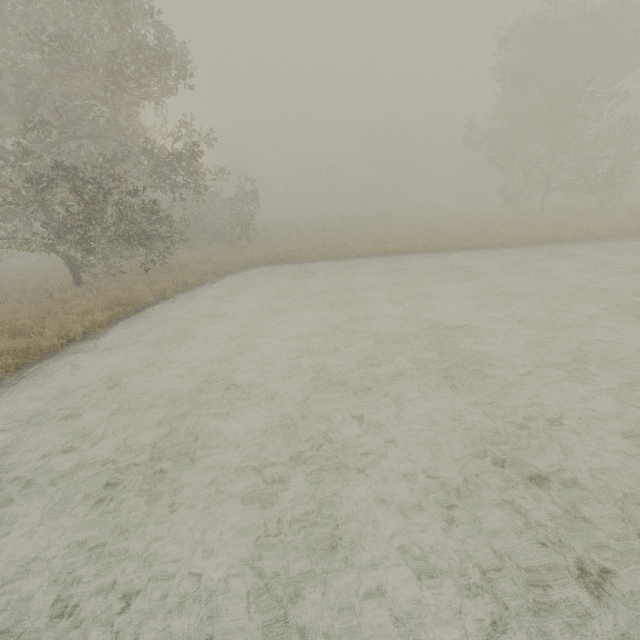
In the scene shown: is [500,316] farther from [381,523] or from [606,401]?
[381,523]
